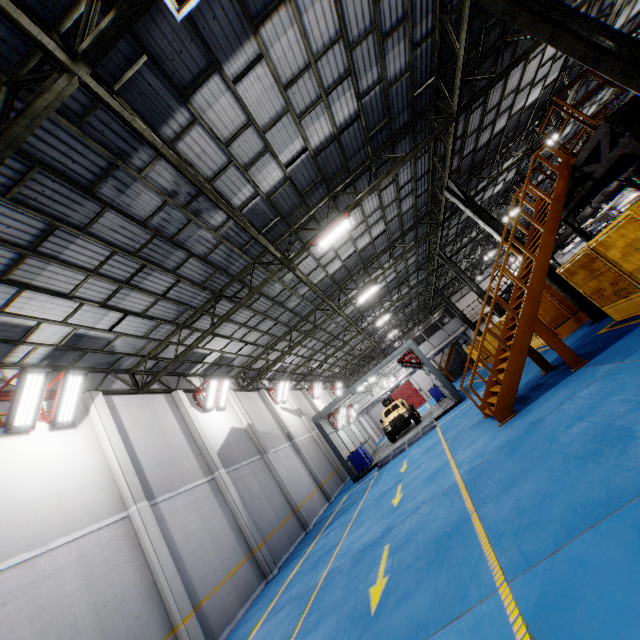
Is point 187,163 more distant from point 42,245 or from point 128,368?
point 128,368

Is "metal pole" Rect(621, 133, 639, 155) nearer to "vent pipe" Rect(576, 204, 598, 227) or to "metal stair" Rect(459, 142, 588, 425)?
"metal stair" Rect(459, 142, 588, 425)

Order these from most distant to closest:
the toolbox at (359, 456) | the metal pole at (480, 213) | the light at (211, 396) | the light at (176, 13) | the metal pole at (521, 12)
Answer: the toolbox at (359, 456) < the light at (211, 396) < the metal pole at (480, 213) < the metal pole at (521, 12) < the light at (176, 13)

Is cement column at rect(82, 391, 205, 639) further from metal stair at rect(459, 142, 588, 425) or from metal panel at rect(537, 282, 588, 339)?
metal panel at rect(537, 282, 588, 339)

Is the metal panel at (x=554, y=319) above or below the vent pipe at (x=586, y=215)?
below

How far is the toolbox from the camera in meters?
19.0 m

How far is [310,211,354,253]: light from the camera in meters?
10.9 m

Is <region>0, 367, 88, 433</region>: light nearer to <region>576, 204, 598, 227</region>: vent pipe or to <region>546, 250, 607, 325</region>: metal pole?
<region>546, 250, 607, 325</region>: metal pole
